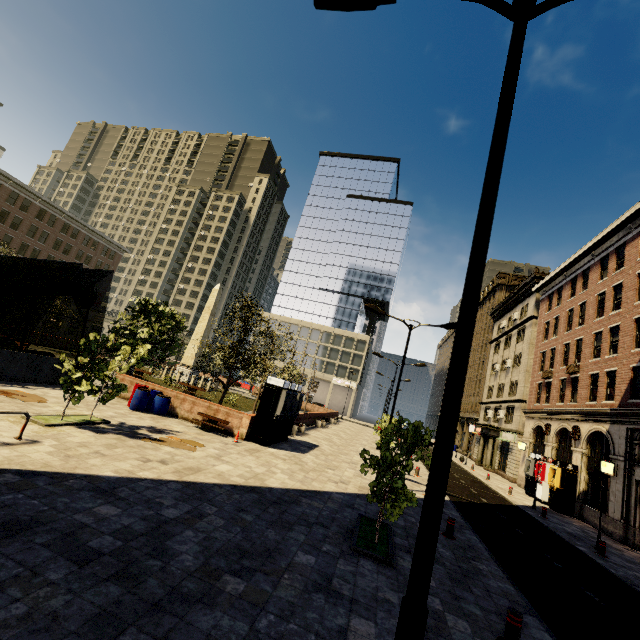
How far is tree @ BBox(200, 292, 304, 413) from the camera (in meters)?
20.11

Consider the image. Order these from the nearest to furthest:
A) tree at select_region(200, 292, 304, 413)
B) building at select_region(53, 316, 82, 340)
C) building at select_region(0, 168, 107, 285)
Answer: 1. tree at select_region(200, 292, 304, 413)
2. building at select_region(0, 168, 107, 285)
3. building at select_region(53, 316, 82, 340)

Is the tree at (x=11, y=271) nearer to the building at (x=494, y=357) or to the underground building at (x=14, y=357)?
the underground building at (x=14, y=357)

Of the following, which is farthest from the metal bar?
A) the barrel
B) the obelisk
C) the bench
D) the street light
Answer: the obelisk

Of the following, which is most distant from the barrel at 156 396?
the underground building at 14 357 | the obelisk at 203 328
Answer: the obelisk at 203 328

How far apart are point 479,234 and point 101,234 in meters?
71.2

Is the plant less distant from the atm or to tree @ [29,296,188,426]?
tree @ [29,296,188,426]

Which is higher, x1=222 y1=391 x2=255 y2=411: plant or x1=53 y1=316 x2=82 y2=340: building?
x1=53 y1=316 x2=82 y2=340: building
